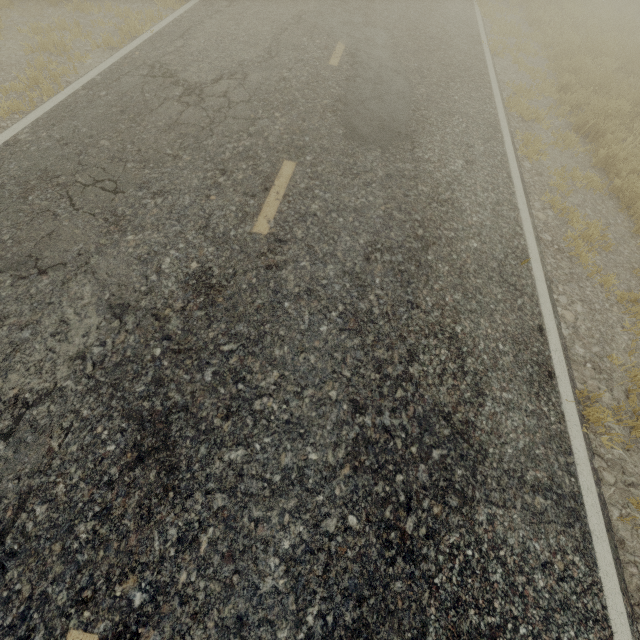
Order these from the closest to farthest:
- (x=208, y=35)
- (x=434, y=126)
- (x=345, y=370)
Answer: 1. (x=345, y=370)
2. (x=434, y=126)
3. (x=208, y=35)
